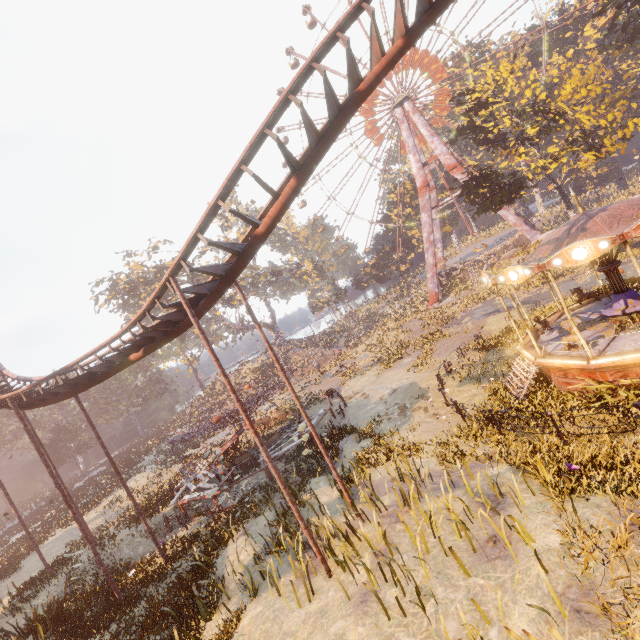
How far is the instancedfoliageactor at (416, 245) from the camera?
55.4m

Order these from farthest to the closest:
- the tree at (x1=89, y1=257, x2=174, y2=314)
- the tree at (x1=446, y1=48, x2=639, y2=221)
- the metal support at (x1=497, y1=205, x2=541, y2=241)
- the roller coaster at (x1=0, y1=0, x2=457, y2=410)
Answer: the tree at (x1=89, y1=257, x2=174, y2=314)
the metal support at (x1=497, y1=205, x2=541, y2=241)
the tree at (x1=446, y1=48, x2=639, y2=221)
the roller coaster at (x1=0, y1=0, x2=457, y2=410)

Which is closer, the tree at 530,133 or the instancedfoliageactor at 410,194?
the tree at 530,133

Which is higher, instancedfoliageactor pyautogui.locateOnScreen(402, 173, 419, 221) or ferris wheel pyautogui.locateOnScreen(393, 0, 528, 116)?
ferris wheel pyautogui.locateOnScreen(393, 0, 528, 116)

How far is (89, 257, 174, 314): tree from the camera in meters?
40.6 m

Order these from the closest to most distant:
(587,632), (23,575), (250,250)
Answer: (587,632) < (250,250) < (23,575)

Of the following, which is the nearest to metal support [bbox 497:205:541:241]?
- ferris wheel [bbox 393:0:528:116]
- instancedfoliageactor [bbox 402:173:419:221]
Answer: instancedfoliageactor [bbox 402:173:419:221]

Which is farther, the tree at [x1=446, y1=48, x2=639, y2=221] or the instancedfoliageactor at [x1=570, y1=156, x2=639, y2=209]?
the instancedfoliageactor at [x1=570, y1=156, x2=639, y2=209]
